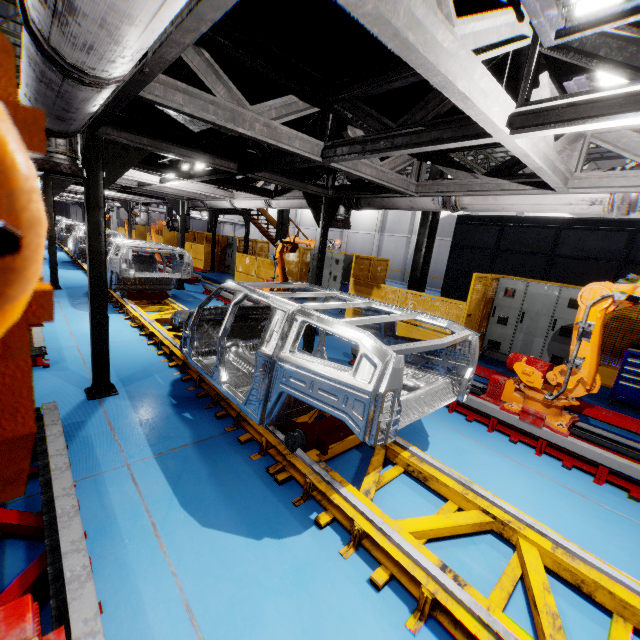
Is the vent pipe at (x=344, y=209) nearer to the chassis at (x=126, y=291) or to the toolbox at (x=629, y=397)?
the chassis at (x=126, y=291)

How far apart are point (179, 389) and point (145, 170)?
4.2m

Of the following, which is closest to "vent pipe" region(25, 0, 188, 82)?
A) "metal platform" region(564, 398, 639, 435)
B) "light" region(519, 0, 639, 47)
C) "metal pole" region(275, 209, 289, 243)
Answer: "light" region(519, 0, 639, 47)

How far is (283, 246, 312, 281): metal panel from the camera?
13.90m

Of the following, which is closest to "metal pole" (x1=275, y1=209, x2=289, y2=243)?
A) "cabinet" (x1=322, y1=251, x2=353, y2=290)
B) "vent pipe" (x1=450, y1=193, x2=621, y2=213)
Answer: "cabinet" (x1=322, y1=251, x2=353, y2=290)

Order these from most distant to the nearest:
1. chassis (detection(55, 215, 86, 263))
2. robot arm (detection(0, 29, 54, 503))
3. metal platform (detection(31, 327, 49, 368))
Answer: chassis (detection(55, 215, 86, 263)) < metal platform (detection(31, 327, 49, 368)) < robot arm (detection(0, 29, 54, 503))

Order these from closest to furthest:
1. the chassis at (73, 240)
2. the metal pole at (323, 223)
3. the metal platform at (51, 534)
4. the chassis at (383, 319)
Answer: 1. the metal platform at (51, 534)
2. the chassis at (383, 319)
3. the metal pole at (323, 223)
4. the chassis at (73, 240)

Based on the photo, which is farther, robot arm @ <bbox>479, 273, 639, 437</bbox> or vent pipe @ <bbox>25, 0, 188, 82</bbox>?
robot arm @ <bbox>479, 273, 639, 437</bbox>
